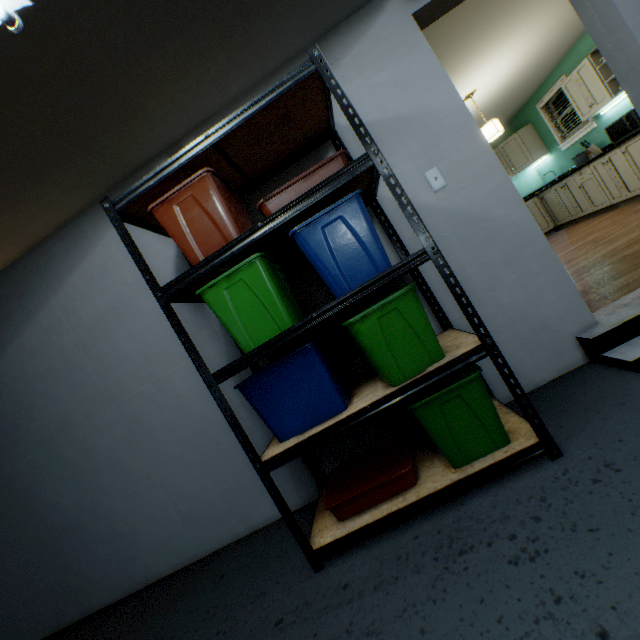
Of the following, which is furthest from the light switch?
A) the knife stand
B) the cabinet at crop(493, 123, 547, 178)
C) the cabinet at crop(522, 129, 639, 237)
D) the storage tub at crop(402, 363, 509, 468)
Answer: the cabinet at crop(493, 123, 547, 178)

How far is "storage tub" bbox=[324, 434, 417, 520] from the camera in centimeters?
151cm

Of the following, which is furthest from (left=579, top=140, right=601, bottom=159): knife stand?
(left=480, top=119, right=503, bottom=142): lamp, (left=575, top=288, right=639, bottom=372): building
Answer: (left=575, top=288, right=639, bottom=372): building

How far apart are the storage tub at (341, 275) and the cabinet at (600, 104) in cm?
508

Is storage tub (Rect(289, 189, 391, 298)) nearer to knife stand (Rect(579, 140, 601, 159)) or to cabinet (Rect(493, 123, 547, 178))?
knife stand (Rect(579, 140, 601, 159))

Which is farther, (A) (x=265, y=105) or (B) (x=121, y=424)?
(B) (x=121, y=424)

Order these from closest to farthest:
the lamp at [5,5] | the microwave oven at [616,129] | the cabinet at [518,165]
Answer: the lamp at [5,5] < the microwave oven at [616,129] < the cabinet at [518,165]

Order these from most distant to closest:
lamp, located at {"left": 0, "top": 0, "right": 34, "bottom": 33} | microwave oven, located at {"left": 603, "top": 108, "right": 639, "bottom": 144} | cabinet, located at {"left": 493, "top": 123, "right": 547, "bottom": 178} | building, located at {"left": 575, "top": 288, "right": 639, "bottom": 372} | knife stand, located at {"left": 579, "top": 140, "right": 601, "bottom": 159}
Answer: cabinet, located at {"left": 493, "top": 123, "right": 547, "bottom": 178}
knife stand, located at {"left": 579, "top": 140, "right": 601, "bottom": 159}
microwave oven, located at {"left": 603, "top": 108, "right": 639, "bottom": 144}
building, located at {"left": 575, "top": 288, "right": 639, "bottom": 372}
lamp, located at {"left": 0, "top": 0, "right": 34, "bottom": 33}
